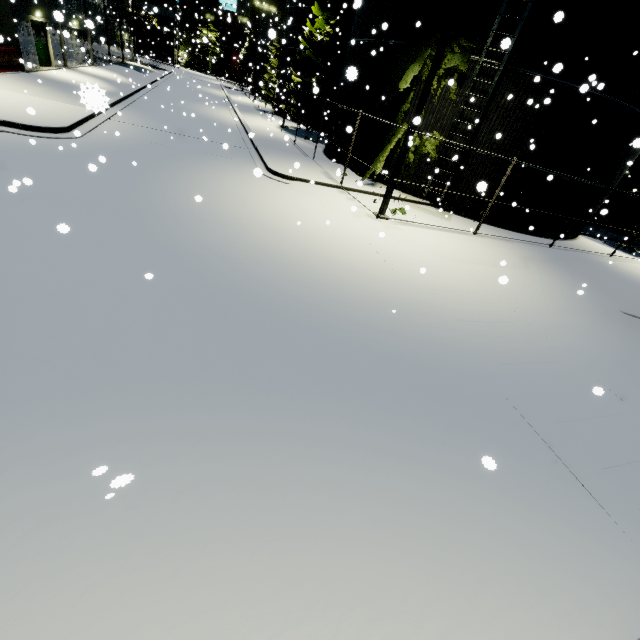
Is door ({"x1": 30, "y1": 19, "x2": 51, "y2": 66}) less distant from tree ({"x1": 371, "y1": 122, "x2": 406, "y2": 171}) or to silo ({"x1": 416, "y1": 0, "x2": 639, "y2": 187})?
silo ({"x1": 416, "y1": 0, "x2": 639, "y2": 187})

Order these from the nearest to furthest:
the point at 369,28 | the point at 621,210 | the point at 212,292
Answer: the point at 212,292
the point at 369,28
the point at 621,210

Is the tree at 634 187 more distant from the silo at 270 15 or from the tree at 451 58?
A: the silo at 270 15

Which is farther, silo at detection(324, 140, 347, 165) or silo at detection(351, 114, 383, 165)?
silo at detection(324, 140, 347, 165)

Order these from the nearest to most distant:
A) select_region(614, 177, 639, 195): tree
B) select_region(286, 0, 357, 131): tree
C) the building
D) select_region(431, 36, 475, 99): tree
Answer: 1. select_region(431, 36, 475, 99): tree
2. the building
3. select_region(614, 177, 639, 195): tree
4. select_region(286, 0, 357, 131): tree

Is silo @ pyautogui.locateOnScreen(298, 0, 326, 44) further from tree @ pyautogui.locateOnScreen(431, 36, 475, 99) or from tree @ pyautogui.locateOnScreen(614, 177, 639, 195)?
tree @ pyautogui.locateOnScreen(614, 177, 639, 195)

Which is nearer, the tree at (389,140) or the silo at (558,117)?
the silo at (558,117)
